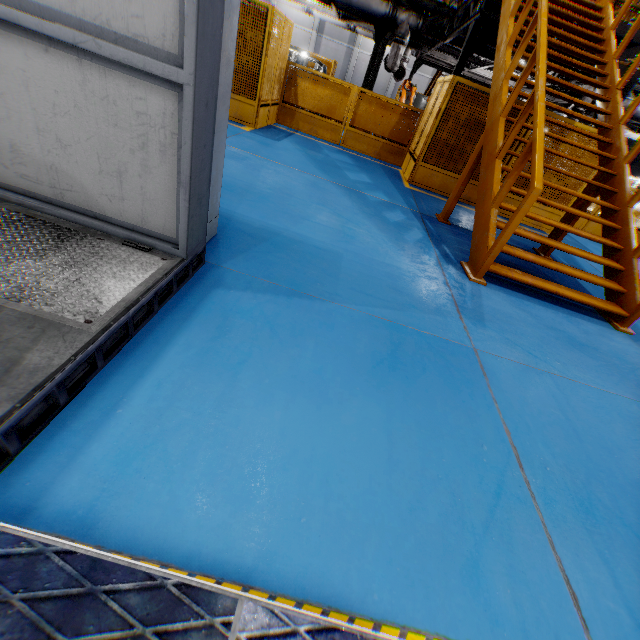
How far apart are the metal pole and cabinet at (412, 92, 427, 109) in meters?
12.4

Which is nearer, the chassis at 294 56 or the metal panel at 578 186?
the metal panel at 578 186

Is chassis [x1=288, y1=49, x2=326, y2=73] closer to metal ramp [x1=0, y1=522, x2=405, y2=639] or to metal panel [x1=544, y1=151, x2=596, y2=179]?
metal panel [x1=544, y1=151, x2=596, y2=179]

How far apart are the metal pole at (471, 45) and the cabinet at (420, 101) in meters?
12.4

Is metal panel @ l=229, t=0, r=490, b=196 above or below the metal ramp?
above

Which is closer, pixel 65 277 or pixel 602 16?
pixel 65 277

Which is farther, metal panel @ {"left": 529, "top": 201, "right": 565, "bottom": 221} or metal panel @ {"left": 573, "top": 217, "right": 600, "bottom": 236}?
metal panel @ {"left": 573, "top": 217, "right": 600, "bottom": 236}

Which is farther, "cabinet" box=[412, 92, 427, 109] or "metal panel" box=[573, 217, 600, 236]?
"cabinet" box=[412, 92, 427, 109]
